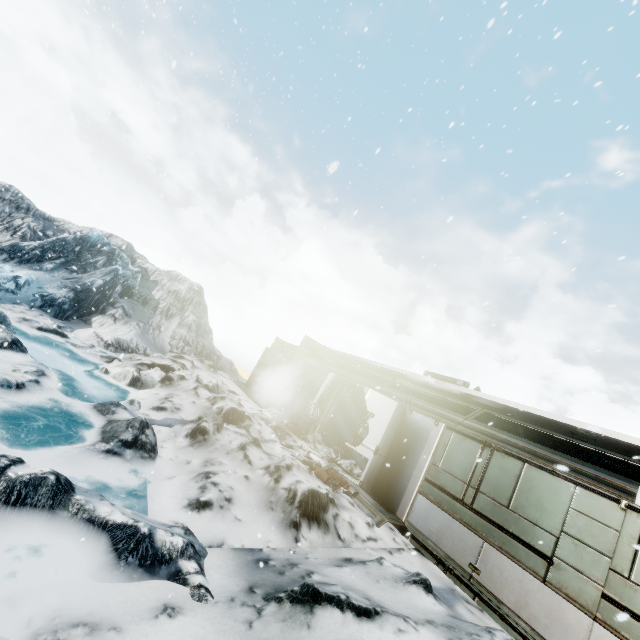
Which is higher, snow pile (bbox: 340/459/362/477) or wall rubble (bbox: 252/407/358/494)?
snow pile (bbox: 340/459/362/477)

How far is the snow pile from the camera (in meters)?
10.77

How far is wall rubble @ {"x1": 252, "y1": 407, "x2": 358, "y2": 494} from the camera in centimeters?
860cm

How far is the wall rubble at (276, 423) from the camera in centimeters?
860cm

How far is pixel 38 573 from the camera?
3.7 meters

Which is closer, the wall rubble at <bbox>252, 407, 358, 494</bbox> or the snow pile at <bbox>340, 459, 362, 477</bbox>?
the wall rubble at <bbox>252, 407, 358, 494</bbox>

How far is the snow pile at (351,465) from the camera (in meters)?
10.77
